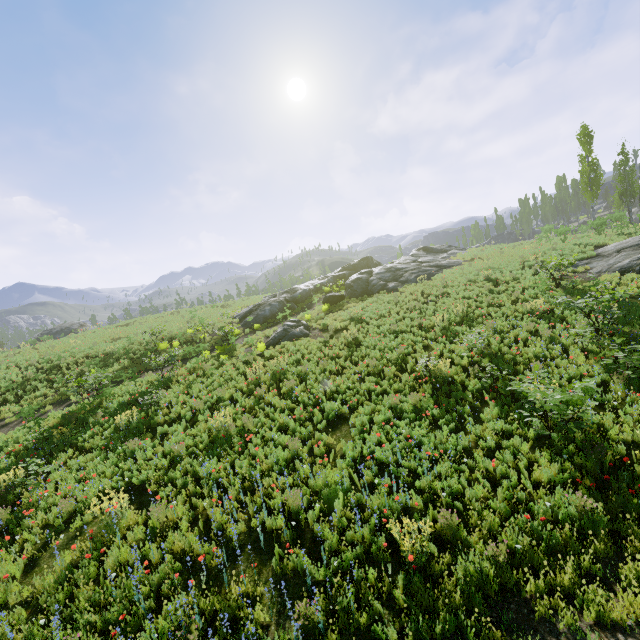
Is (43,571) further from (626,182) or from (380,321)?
(626,182)

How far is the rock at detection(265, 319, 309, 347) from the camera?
18.1 meters

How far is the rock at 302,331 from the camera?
18.08m

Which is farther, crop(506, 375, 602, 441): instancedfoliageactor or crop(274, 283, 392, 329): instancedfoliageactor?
crop(274, 283, 392, 329): instancedfoliageactor

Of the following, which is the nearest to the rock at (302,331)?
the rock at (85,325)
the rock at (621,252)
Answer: the rock at (621,252)

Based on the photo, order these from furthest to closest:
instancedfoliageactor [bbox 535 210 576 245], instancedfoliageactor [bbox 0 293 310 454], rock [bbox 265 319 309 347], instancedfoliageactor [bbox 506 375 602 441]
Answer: instancedfoliageactor [bbox 535 210 576 245], rock [bbox 265 319 309 347], instancedfoliageactor [bbox 0 293 310 454], instancedfoliageactor [bbox 506 375 602 441]

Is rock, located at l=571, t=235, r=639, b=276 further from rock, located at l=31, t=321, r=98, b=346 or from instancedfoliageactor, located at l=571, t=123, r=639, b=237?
rock, located at l=31, t=321, r=98, b=346

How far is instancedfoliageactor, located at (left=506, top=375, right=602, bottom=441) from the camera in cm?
674
